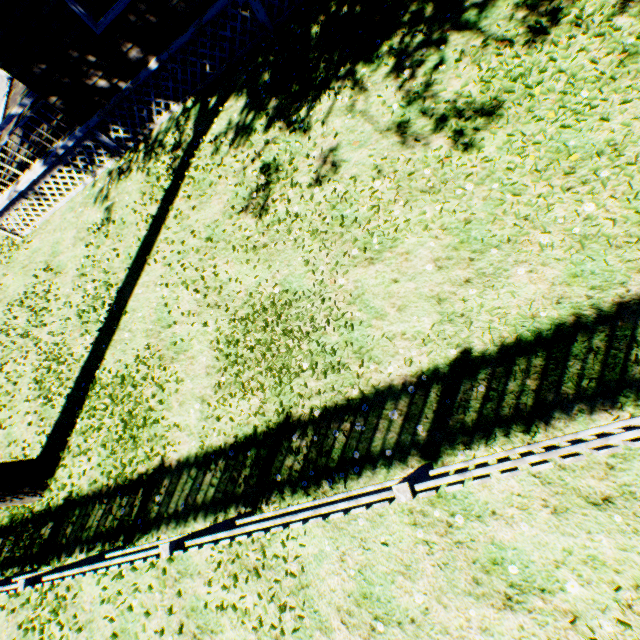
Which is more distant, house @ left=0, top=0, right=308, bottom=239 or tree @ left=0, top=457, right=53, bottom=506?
house @ left=0, top=0, right=308, bottom=239

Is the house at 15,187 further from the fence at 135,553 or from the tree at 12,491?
the fence at 135,553

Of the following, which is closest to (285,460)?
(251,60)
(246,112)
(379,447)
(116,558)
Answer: (379,447)

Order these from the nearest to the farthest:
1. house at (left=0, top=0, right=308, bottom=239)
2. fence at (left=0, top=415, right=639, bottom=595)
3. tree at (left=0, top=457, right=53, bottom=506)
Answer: fence at (left=0, top=415, right=639, bottom=595) < tree at (left=0, top=457, right=53, bottom=506) < house at (left=0, top=0, right=308, bottom=239)

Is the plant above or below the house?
below

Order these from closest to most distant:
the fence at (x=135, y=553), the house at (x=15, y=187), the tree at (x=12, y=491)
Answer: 1. the fence at (x=135, y=553)
2. the tree at (x=12, y=491)
3. the house at (x=15, y=187)

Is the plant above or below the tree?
below

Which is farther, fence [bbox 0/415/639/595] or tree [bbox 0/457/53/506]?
tree [bbox 0/457/53/506]
